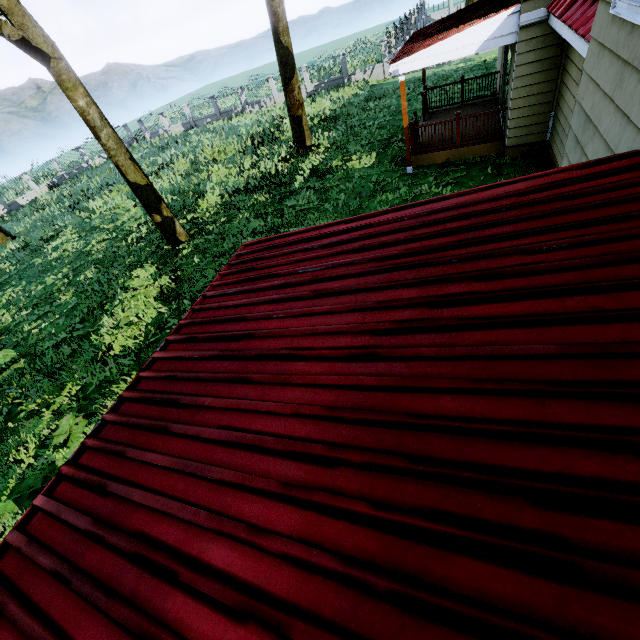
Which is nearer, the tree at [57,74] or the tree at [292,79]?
the tree at [57,74]

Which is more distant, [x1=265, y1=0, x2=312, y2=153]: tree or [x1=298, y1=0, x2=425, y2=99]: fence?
[x1=298, y1=0, x2=425, y2=99]: fence

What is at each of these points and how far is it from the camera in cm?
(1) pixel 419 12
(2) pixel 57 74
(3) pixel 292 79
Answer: (1) fence, 3731
(2) tree, 898
(3) tree, 1413

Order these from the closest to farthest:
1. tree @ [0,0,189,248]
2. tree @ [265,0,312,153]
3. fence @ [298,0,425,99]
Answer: tree @ [0,0,189,248], tree @ [265,0,312,153], fence @ [298,0,425,99]

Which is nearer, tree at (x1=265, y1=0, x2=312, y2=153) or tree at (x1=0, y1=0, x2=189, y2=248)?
tree at (x1=0, y1=0, x2=189, y2=248)

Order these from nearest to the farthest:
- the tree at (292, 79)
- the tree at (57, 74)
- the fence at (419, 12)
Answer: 1. the tree at (57, 74)
2. the tree at (292, 79)
3. the fence at (419, 12)
